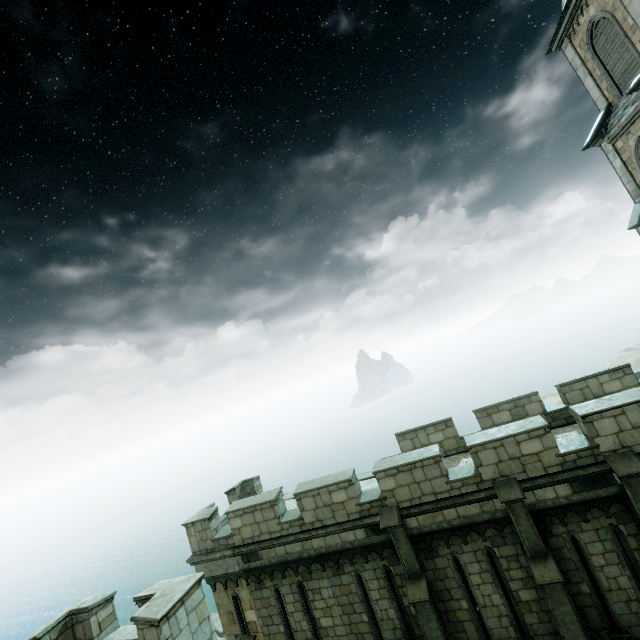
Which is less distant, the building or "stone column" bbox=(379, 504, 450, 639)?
"stone column" bbox=(379, 504, 450, 639)

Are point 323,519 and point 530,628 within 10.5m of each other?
yes

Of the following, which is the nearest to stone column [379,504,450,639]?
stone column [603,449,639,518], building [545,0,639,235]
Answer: building [545,0,639,235]

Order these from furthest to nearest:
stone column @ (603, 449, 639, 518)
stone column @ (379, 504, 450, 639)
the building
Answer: the building, stone column @ (379, 504, 450, 639), stone column @ (603, 449, 639, 518)

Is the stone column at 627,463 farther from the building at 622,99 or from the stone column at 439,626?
the building at 622,99

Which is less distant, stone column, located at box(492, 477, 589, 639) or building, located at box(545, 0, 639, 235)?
stone column, located at box(492, 477, 589, 639)

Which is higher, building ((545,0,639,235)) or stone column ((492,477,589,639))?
building ((545,0,639,235))
